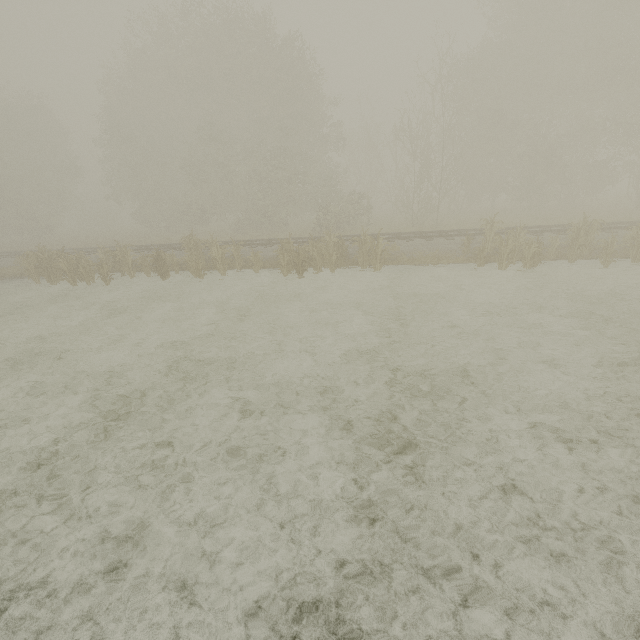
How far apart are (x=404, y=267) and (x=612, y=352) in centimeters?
892cm
